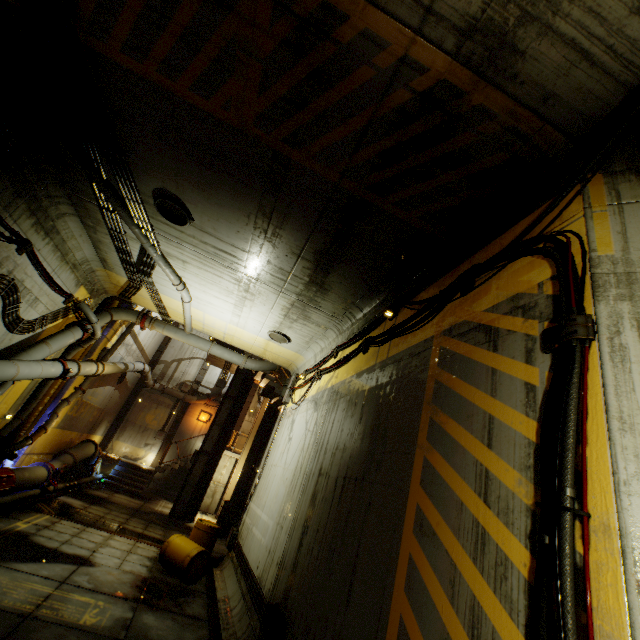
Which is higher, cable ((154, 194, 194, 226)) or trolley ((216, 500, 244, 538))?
cable ((154, 194, 194, 226))

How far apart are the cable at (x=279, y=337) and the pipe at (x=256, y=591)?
6.22m

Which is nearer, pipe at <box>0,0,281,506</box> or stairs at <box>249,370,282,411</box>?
pipe at <box>0,0,281,506</box>

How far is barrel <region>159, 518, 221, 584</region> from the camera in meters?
8.3 m

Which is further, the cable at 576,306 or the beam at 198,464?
the beam at 198,464

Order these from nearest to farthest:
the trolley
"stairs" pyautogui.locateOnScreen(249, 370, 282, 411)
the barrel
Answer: the barrel → the trolley → "stairs" pyautogui.locateOnScreen(249, 370, 282, 411)

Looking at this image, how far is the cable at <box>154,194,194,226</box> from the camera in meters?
6.6

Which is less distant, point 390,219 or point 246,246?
point 390,219
